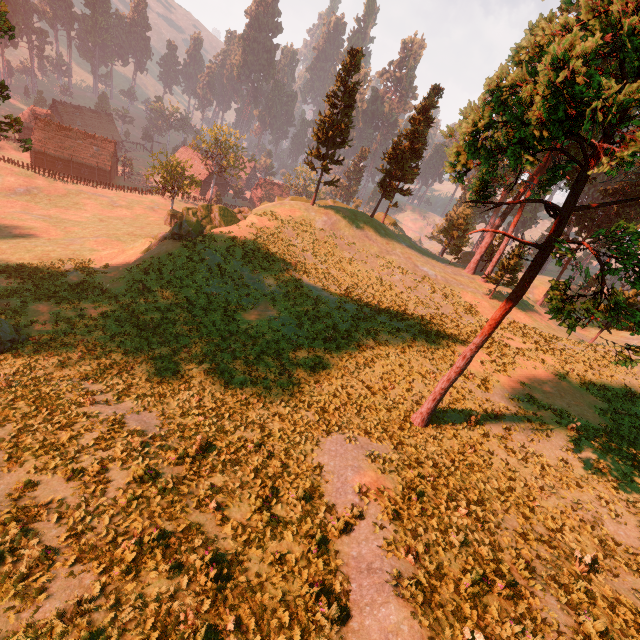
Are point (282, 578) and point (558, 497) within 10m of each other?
no

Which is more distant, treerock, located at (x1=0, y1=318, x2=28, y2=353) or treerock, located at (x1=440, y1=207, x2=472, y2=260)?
treerock, located at (x1=440, y1=207, x2=472, y2=260)

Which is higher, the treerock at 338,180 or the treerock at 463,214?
the treerock at 338,180

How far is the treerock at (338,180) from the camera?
33.9m

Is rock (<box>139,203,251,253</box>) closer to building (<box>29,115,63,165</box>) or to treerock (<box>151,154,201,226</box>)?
treerock (<box>151,154,201,226</box>)

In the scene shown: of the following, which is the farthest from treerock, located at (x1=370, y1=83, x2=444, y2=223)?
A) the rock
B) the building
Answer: the rock
